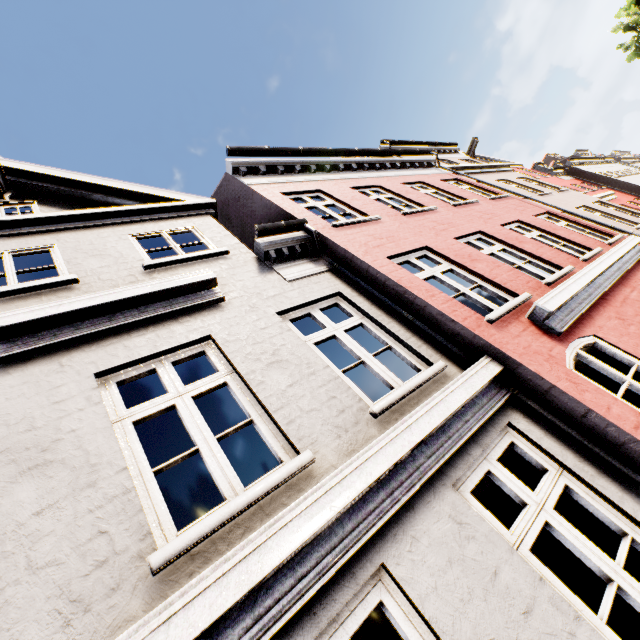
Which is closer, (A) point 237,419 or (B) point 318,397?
(B) point 318,397
